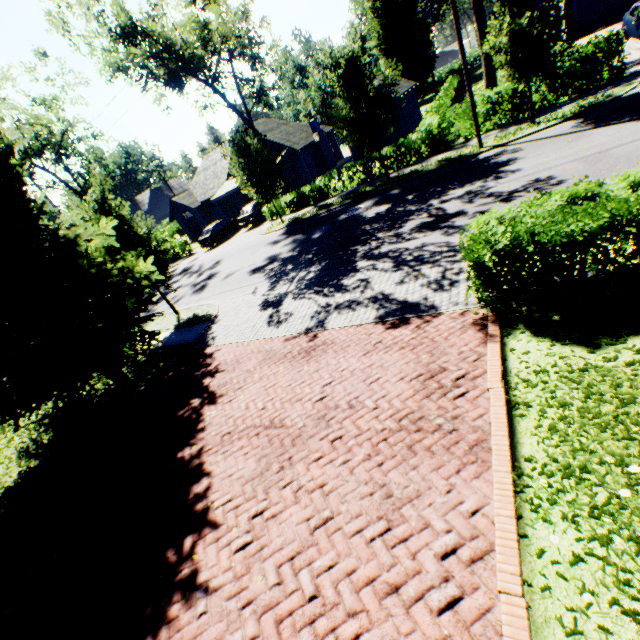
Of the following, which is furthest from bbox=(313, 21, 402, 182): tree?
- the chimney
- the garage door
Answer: the garage door

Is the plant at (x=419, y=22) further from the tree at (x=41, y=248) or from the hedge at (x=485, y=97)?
the hedge at (x=485, y=97)

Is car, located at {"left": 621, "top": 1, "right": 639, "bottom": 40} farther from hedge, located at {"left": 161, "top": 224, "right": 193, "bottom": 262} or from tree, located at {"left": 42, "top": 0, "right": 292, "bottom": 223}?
hedge, located at {"left": 161, "top": 224, "right": 193, "bottom": 262}

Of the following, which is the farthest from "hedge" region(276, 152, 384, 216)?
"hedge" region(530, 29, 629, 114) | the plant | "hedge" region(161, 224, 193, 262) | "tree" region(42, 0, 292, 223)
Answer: "hedge" region(161, 224, 193, 262)

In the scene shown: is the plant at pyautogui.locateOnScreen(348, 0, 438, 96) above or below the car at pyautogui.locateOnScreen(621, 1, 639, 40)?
above

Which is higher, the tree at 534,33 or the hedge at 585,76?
the tree at 534,33

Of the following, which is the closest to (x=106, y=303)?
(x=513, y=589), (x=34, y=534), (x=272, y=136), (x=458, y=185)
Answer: (x=34, y=534)

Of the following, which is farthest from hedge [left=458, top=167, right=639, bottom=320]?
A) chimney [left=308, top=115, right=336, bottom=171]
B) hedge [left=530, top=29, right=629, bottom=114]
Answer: chimney [left=308, top=115, right=336, bottom=171]
